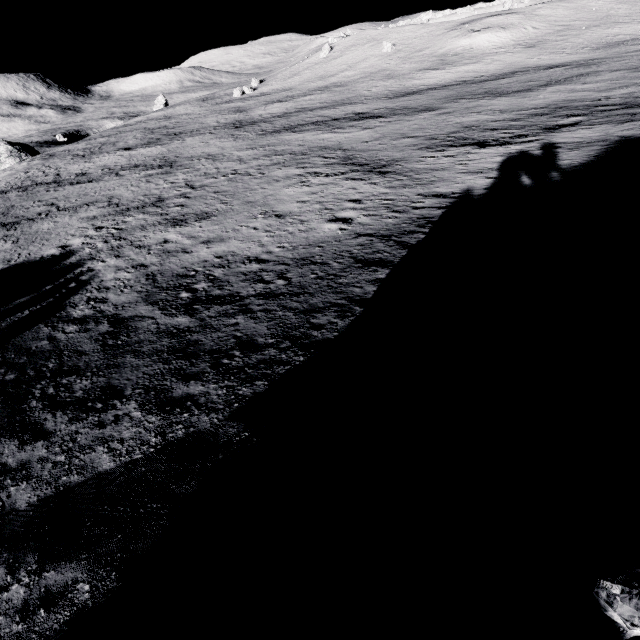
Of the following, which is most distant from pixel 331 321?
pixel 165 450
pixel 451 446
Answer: pixel 451 446

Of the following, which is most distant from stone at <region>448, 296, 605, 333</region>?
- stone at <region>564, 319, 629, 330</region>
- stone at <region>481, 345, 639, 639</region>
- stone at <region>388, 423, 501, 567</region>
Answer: stone at <region>388, 423, 501, 567</region>

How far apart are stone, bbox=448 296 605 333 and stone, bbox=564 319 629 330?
0.2m

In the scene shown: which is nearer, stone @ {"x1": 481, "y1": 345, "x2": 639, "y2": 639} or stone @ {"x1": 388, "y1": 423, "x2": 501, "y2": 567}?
stone @ {"x1": 481, "y1": 345, "x2": 639, "y2": 639}

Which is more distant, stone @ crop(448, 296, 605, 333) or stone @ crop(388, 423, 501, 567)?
stone @ crop(448, 296, 605, 333)

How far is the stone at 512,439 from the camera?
3.97m

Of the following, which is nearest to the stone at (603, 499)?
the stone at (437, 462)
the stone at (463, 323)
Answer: the stone at (437, 462)
